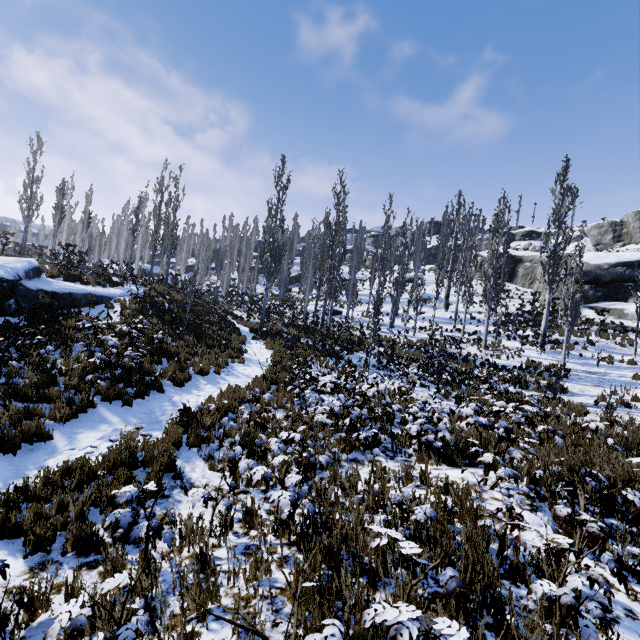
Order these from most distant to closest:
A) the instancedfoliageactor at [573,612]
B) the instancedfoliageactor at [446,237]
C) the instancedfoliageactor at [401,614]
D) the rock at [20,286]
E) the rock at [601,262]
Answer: the rock at [601,262] < the instancedfoliageactor at [446,237] < the rock at [20,286] < the instancedfoliageactor at [573,612] < the instancedfoliageactor at [401,614]

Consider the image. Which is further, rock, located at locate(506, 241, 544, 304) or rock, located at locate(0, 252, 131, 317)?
rock, located at locate(506, 241, 544, 304)

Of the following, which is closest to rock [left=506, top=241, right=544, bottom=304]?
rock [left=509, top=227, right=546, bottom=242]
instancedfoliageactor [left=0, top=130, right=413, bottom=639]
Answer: instancedfoliageactor [left=0, top=130, right=413, bottom=639]

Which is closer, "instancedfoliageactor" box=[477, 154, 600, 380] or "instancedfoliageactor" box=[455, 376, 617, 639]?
"instancedfoliageactor" box=[455, 376, 617, 639]

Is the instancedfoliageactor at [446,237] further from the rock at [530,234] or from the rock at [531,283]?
the rock at [530,234]

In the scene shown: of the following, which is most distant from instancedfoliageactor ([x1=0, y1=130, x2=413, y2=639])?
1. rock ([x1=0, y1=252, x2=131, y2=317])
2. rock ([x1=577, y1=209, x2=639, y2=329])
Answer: rock ([x1=0, y1=252, x2=131, y2=317])

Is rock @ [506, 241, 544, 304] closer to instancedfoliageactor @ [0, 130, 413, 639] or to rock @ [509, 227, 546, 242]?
instancedfoliageactor @ [0, 130, 413, 639]

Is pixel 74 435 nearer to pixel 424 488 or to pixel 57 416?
pixel 57 416
